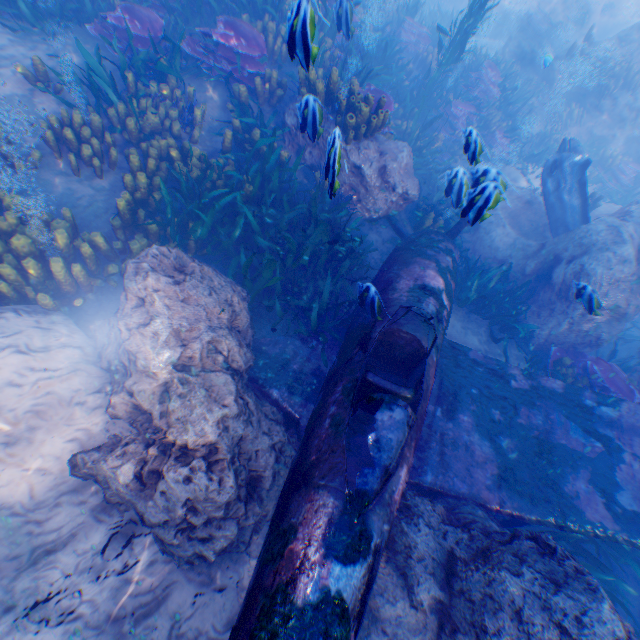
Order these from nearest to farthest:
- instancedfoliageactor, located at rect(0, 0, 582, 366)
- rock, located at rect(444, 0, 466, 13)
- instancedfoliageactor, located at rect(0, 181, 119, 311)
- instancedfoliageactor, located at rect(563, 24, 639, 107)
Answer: instancedfoliageactor, located at rect(0, 181, 119, 311)
instancedfoliageactor, located at rect(0, 0, 582, 366)
instancedfoliageactor, located at rect(563, 24, 639, 107)
rock, located at rect(444, 0, 466, 13)

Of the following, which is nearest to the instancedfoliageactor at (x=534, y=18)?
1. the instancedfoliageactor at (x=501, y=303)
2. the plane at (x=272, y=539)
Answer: the plane at (x=272, y=539)

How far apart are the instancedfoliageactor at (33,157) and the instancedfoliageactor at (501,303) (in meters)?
8.11

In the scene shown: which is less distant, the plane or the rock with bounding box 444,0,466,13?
the plane

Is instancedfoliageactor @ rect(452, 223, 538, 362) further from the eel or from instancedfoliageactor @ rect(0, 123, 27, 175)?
instancedfoliageactor @ rect(0, 123, 27, 175)

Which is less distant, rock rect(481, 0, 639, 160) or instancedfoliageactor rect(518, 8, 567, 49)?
rock rect(481, 0, 639, 160)

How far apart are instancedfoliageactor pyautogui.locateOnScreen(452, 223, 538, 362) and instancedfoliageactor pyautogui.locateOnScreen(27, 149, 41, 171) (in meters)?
8.11

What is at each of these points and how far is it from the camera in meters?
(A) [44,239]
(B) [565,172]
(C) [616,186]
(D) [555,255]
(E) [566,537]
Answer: (A) instancedfoliageactor, 3.9 m
(B) eel, 8.1 m
(C) instancedfoliageactor, 12.2 m
(D) rock, 7.4 m
(E) instancedfoliageactor, 4.3 m
